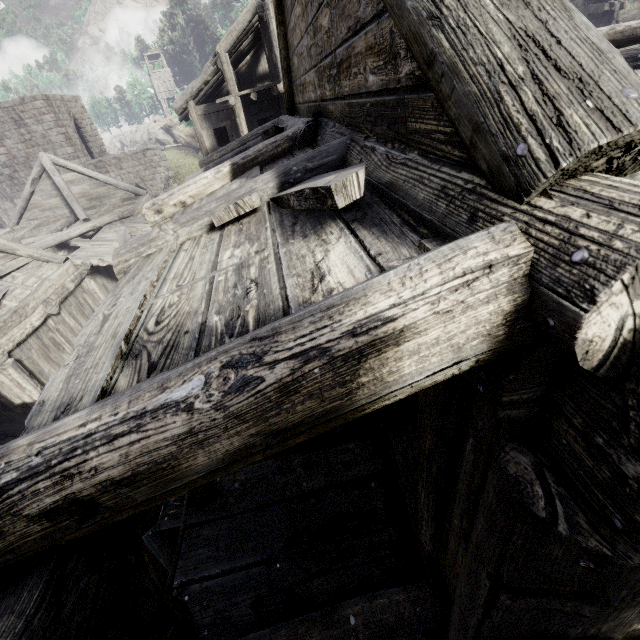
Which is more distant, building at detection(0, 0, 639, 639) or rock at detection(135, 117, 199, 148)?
rock at detection(135, 117, 199, 148)

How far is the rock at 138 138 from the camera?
49.3m

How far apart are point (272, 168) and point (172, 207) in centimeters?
153cm

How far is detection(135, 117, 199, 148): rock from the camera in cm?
4928

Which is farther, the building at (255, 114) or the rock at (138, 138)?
the rock at (138, 138)
